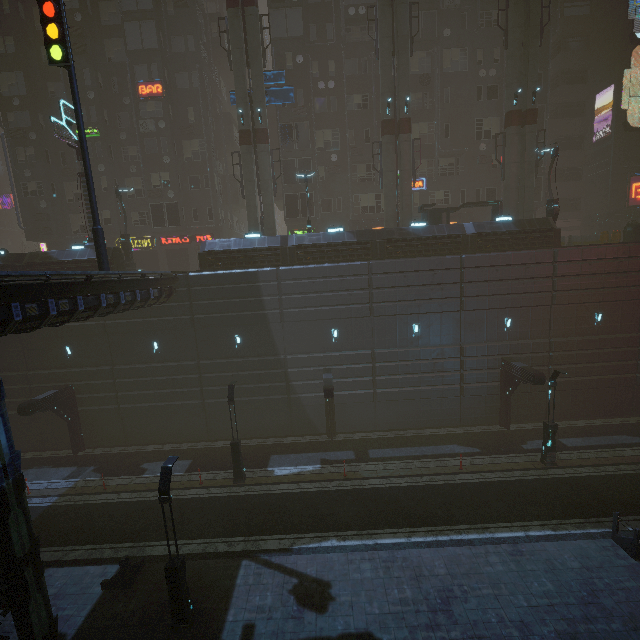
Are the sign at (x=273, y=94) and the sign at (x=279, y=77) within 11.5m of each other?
yes

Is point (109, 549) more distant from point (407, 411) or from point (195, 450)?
point (407, 411)

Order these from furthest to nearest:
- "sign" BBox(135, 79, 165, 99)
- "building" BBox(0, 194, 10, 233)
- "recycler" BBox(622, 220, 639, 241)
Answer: "building" BBox(0, 194, 10, 233) → "sign" BBox(135, 79, 165, 99) → "recycler" BBox(622, 220, 639, 241)

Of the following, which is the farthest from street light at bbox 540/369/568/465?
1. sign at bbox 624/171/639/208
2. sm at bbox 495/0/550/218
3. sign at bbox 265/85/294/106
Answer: sign at bbox 265/85/294/106

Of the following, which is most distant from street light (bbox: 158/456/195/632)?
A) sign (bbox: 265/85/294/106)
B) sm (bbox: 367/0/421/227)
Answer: sign (bbox: 265/85/294/106)

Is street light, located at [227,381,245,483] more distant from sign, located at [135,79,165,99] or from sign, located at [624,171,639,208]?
sign, located at [624,171,639,208]

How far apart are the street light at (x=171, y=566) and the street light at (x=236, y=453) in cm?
662

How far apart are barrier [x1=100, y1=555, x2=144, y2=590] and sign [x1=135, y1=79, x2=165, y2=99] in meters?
33.5 m
